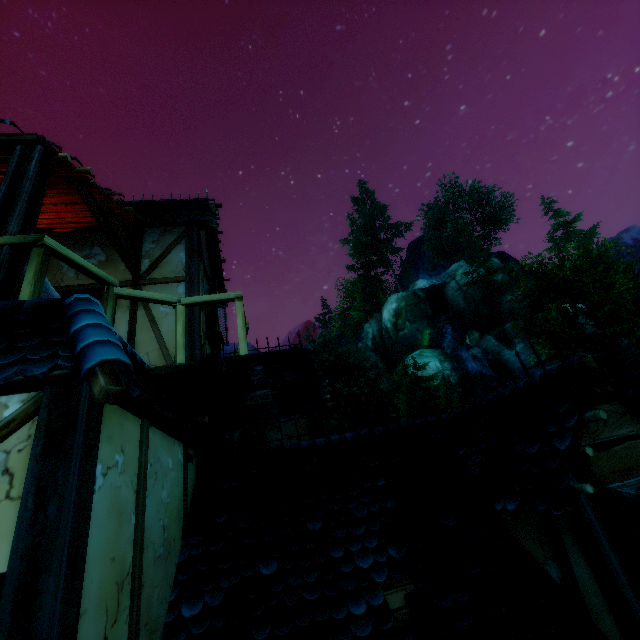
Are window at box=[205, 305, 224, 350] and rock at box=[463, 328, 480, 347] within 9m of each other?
no

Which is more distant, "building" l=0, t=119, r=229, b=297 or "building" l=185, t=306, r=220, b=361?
"building" l=185, t=306, r=220, b=361

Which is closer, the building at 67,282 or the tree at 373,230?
the building at 67,282

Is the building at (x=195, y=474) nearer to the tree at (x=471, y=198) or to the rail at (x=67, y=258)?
the rail at (x=67, y=258)

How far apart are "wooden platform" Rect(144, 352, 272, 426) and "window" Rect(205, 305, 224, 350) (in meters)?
2.16

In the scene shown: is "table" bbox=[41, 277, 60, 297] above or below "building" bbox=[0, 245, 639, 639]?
above

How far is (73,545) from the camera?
1.7m

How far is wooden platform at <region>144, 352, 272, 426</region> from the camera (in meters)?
3.56
